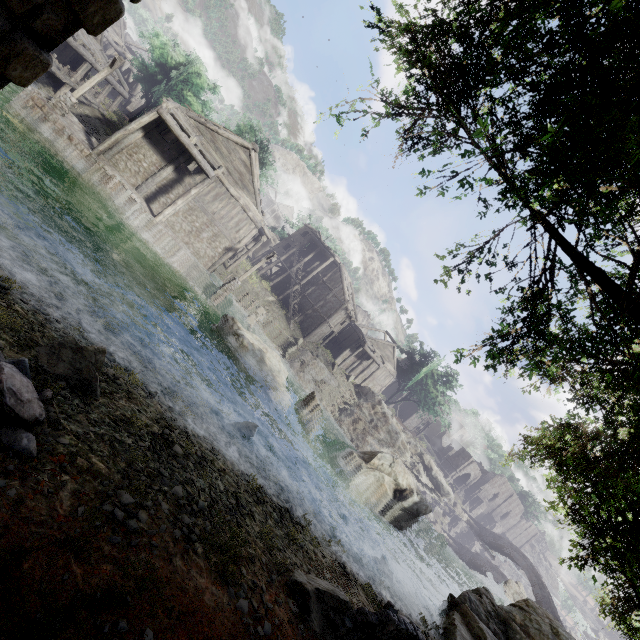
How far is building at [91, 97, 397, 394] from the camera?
21.23m

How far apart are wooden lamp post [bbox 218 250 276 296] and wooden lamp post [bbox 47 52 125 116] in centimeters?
1305cm

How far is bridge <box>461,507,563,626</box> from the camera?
42.2m

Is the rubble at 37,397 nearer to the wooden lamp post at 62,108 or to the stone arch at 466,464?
the wooden lamp post at 62,108

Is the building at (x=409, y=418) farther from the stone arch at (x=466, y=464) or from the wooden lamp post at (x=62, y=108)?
the wooden lamp post at (x=62, y=108)

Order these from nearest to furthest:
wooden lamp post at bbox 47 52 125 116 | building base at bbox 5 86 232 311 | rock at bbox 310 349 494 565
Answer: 1. building base at bbox 5 86 232 311
2. wooden lamp post at bbox 47 52 125 116
3. rock at bbox 310 349 494 565

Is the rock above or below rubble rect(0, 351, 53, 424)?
above

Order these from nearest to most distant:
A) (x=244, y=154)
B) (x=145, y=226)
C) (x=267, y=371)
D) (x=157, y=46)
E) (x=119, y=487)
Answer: (x=119, y=487)
(x=267, y=371)
(x=145, y=226)
(x=244, y=154)
(x=157, y=46)
